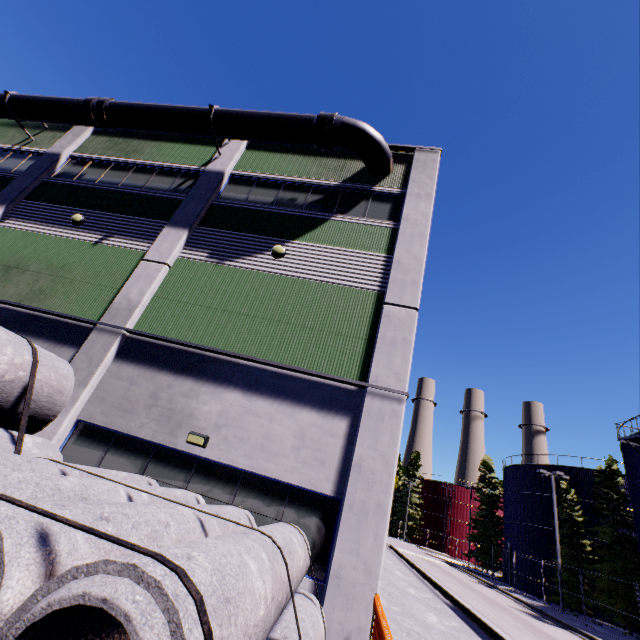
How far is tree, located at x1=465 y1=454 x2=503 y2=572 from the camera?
41.44m

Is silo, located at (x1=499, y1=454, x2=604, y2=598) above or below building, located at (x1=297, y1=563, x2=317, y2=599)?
above

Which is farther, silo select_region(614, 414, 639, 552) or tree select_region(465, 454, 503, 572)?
tree select_region(465, 454, 503, 572)

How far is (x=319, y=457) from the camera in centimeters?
733cm

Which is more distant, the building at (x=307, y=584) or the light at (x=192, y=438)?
the light at (x=192, y=438)

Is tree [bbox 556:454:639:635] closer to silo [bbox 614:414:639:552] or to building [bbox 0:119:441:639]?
silo [bbox 614:414:639:552]

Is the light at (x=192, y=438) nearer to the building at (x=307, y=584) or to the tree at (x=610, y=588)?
the building at (x=307, y=584)

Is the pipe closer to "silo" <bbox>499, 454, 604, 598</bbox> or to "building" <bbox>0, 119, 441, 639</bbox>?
"building" <bbox>0, 119, 441, 639</bbox>
